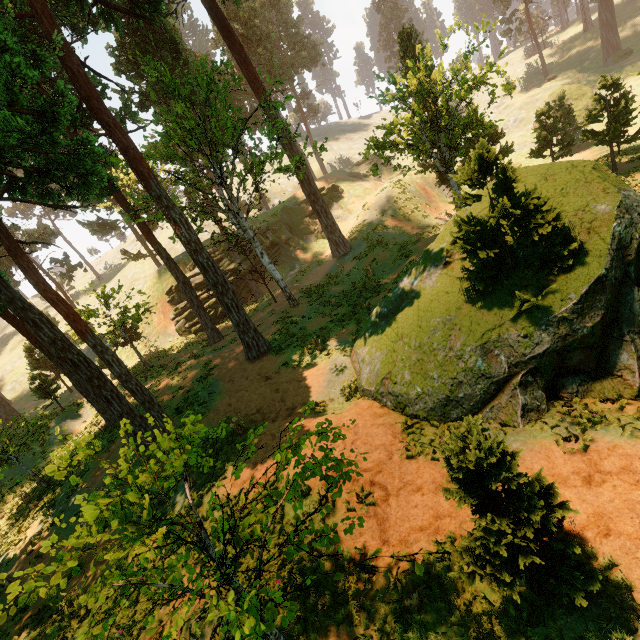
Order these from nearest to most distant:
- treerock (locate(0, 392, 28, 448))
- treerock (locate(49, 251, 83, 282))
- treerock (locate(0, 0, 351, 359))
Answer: treerock (locate(0, 0, 351, 359)) < treerock (locate(0, 392, 28, 448)) < treerock (locate(49, 251, 83, 282))

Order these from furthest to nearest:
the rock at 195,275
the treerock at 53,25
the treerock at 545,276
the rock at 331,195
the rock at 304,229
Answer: the rock at 331,195 < the rock at 304,229 < the rock at 195,275 < the treerock at 53,25 < the treerock at 545,276

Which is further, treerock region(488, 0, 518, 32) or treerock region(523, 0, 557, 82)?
treerock region(523, 0, 557, 82)

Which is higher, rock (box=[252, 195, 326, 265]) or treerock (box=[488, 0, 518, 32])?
treerock (box=[488, 0, 518, 32])

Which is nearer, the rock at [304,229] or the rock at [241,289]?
the rock at [241,289]

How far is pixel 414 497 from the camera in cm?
793
